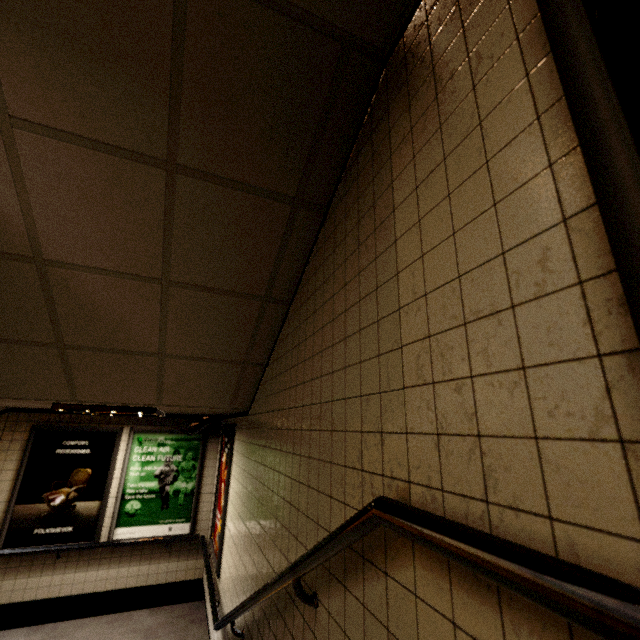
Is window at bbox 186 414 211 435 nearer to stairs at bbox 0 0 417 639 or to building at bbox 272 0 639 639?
stairs at bbox 0 0 417 639

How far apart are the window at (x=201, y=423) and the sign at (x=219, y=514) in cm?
42

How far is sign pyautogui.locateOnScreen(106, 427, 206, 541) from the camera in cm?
531

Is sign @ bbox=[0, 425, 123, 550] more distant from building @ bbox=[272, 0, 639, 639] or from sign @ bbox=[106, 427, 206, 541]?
building @ bbox=[272, 0, 639, 639]

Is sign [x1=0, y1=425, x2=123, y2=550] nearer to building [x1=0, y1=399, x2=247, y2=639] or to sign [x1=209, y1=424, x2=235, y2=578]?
building [x1=0, y1=399, x2=247, y2=639]

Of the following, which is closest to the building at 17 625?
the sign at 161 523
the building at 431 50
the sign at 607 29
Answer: the sign at 161 523

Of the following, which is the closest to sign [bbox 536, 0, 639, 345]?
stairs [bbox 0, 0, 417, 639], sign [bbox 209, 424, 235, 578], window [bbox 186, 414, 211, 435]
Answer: stairs [bbox 0, 0, 417, 639]

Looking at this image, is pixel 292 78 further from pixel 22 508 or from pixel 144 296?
pixel 22 508
